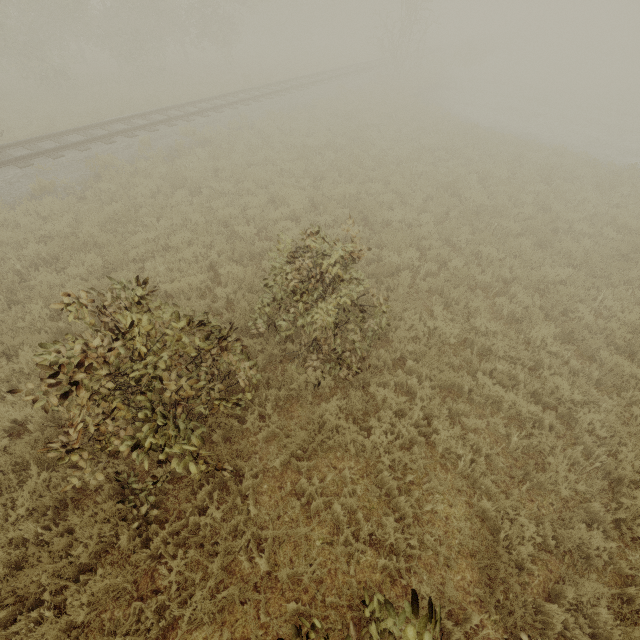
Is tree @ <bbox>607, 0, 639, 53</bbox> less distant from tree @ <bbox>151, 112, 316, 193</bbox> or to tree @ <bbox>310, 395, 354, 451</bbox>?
tree @ <bbox>151, 112, 316, 193</bbox>

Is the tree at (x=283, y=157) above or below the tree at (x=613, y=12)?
below

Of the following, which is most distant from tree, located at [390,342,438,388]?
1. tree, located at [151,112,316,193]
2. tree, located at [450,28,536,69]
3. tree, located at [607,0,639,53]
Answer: tree, located at [607,0,639,53]

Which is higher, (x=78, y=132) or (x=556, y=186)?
(x=78, y=132)

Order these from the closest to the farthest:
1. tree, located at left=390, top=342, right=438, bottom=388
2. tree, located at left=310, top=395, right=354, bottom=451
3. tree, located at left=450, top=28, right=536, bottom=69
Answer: tree, located at left=310, top=395, right=354, bottom=451 → tree, located at left=390, top=342, right=438, bottom=388 → tree, located at left=450, top=28, right=536, bottom=69

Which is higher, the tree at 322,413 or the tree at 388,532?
Answer: the tree at 322,413

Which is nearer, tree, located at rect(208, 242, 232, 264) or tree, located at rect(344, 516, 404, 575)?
tree, located at rect(344, 516, 404, 575)

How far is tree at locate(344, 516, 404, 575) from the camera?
3.9m
